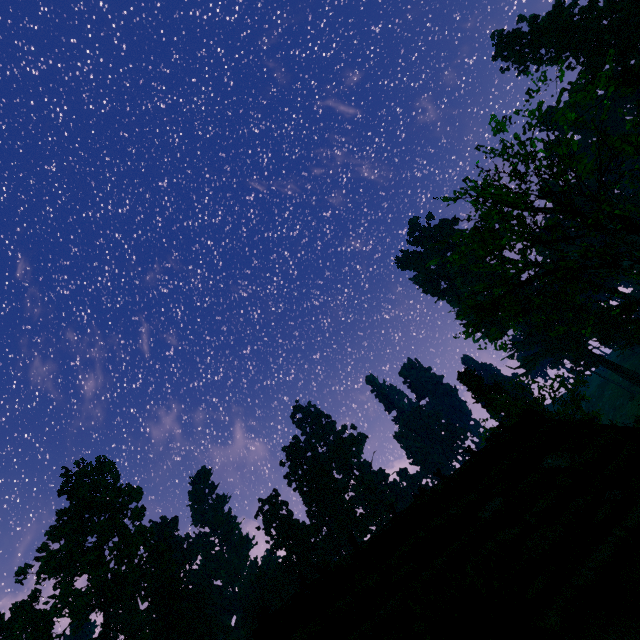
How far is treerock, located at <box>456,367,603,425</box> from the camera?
27.0m

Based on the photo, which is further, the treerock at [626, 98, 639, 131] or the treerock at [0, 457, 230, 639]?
the treerock at [0, 457, 230, 639]

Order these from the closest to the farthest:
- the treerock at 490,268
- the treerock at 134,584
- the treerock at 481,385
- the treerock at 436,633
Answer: the treerock at 436,633 < the treerock at 490,268 < the treerock at 481,385 < the treerock at 134,584

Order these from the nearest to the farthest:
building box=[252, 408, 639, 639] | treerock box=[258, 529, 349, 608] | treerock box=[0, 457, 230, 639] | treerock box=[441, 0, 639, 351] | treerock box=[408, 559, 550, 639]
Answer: treerock box=[408, 559, 550, 639] → building box=[252, 408, 639, 639] → treerock box=[441, 0, 639, 351] → treerock box=[0, 457, 230, 639] → treerock box=[258, 529, 349, 608]

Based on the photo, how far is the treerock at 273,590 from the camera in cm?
5371

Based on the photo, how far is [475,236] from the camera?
15.99m
